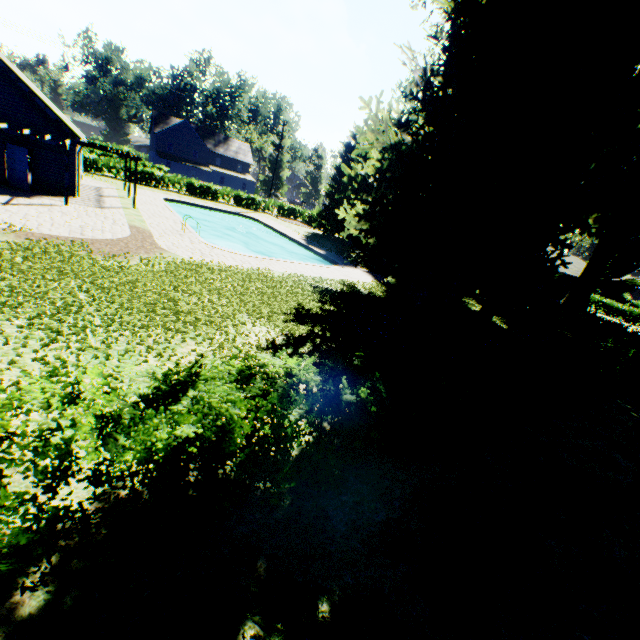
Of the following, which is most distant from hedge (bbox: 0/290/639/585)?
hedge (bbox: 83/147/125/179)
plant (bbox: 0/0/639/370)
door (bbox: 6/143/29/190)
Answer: hedge (bbox: 83/147/125/179)

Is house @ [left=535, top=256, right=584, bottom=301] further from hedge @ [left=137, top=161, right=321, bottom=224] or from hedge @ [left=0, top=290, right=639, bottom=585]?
hedge @ [left=0, top=290, right=639, bottom=585]

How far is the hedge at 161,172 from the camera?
37.0m

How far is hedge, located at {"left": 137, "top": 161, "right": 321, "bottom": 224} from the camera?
37.0 meters

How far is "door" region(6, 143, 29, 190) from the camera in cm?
1752

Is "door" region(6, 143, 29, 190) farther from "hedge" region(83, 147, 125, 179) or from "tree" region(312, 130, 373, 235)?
"tree" region(312, 130, 373, 235)

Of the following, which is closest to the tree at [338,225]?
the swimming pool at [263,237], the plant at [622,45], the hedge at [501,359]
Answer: the plant at [622,45]

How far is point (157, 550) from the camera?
3.55m
